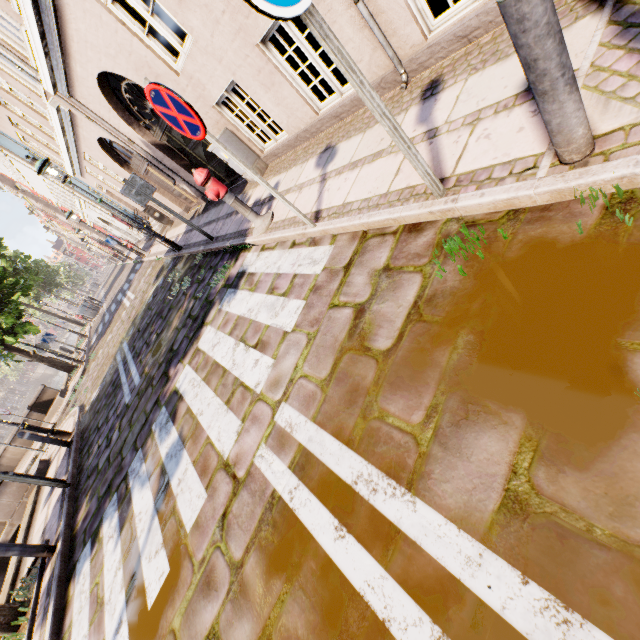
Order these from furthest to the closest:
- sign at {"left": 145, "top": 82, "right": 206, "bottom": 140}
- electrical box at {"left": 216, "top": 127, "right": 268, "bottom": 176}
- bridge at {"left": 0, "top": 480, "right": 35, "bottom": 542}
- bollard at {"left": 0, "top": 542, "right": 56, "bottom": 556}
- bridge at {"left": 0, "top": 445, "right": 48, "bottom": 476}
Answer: bridge at {"left": 0, "top": 445, "right": 48, "bottom": 476}
bridge at {"left": 0, "top": 480, "right": 35, "bottom": 542}
electrical box at {"left": 216, "top": 127, "right": 268, "bottom": 176}
bollard at {"left": 0, "top": 542, "right": 56, "bottom": 556}
sign at {"left": 145, "top": 82, "right": 206, "bottom": 140}

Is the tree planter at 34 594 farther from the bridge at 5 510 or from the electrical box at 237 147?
the electrical box at 237 147

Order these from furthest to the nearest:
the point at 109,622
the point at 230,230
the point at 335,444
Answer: the point at 230,230
the point at 109,622
the point at 335,444

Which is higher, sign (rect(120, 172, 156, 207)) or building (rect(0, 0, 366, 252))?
sign (rect(120, 172, 156, 207))

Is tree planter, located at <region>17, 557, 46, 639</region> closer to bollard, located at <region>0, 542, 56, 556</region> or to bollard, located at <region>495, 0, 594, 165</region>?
bollard, located at <region>0, 542, 56, 556</region>

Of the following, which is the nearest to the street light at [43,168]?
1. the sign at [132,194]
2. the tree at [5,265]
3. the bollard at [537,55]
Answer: the sign at [132,194]

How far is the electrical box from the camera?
6.2 meters

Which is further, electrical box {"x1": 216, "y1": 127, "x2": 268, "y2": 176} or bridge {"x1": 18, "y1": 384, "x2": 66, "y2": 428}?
bridge {"x1": 18, "y1": 384, "x2": 66, "y2": 428}
